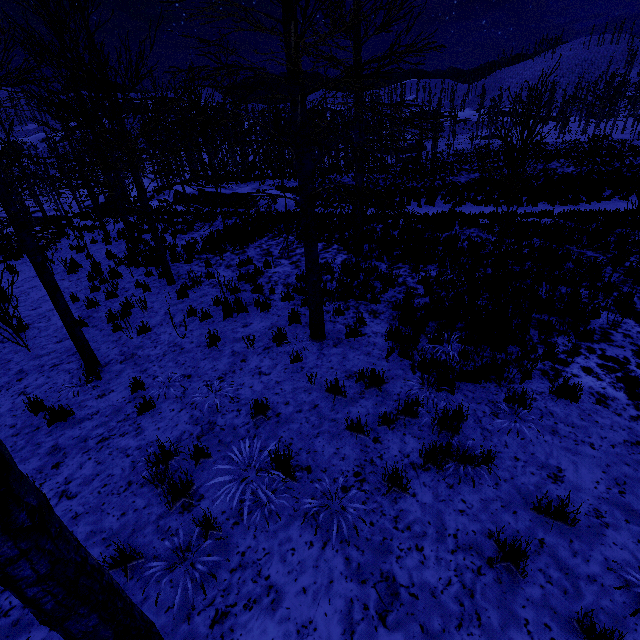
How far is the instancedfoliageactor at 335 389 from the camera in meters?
4.9 m

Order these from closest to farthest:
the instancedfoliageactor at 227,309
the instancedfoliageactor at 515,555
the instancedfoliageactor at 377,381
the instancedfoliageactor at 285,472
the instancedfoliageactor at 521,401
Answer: the instancedfoliageactor at 515,555
the instancedfoliageactor at 285,472
the instancedfoliageactor at 521,401
the instancedfoliageactor at 377,381
the instancedfoliageactor at 227,309

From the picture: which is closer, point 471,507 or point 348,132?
point 471,507

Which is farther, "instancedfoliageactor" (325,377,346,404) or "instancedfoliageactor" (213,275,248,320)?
"instancedfoliageactor" (213,275,248,320)

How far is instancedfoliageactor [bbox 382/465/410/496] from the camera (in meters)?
3.54

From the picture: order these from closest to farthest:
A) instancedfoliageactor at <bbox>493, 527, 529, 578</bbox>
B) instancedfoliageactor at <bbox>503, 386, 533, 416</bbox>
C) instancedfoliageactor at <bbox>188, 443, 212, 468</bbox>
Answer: instancedfoliageactor at <bbox>493, 527, 529, 578</bbox> → instancedfoliageactor at <bbox>188, 443, 212, 468</bbox> → instancedfoliageactor at <bbox>503, 386, 533, 416</bbox>

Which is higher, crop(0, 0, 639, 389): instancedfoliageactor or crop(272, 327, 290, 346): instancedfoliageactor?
crop(0, 0, 639, 389): instancedfoliageactor
